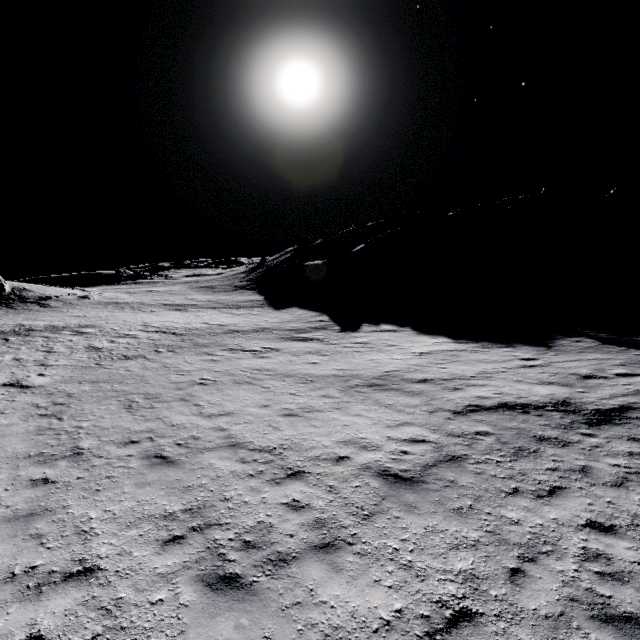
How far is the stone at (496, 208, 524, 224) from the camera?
57.94m

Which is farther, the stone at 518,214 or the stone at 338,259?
the stone at 518,214

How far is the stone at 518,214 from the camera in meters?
57.9

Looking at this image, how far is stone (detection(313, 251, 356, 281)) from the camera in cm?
4846

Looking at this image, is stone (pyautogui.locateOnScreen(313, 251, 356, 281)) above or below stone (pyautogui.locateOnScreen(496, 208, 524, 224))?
below

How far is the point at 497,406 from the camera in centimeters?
1098cm

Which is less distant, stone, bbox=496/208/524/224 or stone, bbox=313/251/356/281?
stone, bbox=313/251/356/281
